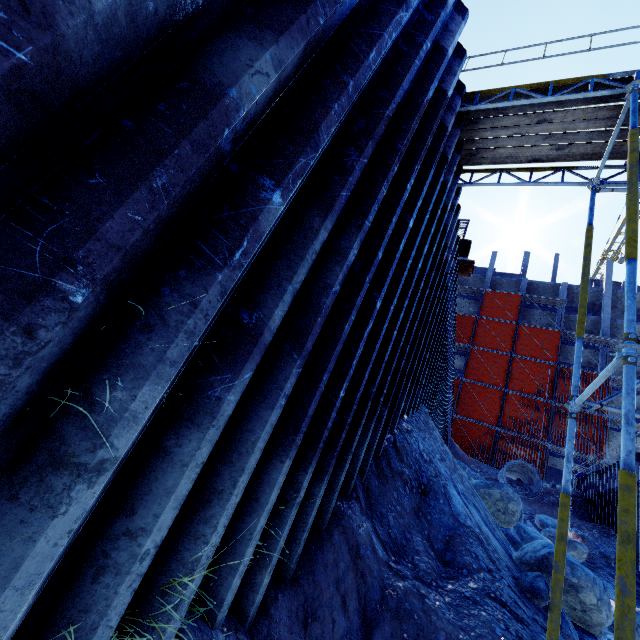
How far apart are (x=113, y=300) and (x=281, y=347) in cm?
120

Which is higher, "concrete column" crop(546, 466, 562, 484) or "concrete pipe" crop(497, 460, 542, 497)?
"concrete column" crop(546, 466, 562, 484)

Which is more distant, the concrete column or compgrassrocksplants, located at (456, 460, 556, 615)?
the concrete column

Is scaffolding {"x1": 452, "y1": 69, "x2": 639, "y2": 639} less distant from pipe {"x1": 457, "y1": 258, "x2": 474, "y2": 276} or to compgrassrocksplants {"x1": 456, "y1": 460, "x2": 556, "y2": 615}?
pipe {"x1": 457, "y1": 258, "x2": 474, "y2": 276}

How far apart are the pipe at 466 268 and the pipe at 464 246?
0.3 meters

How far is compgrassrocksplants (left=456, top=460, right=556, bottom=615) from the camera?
4.4m

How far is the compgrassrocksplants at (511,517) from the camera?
4.45m

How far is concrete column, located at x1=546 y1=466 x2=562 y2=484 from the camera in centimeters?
3152cm
